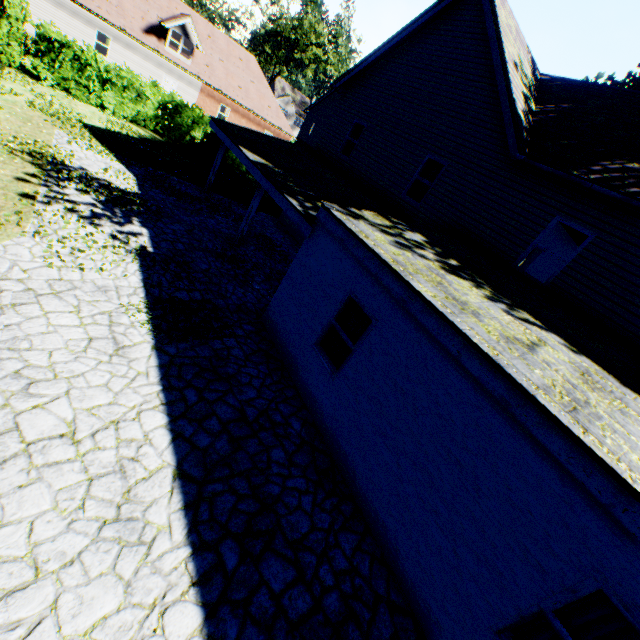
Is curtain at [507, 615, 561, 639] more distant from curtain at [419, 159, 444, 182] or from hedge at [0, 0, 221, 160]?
hedge at [0, 0, 221, 160]

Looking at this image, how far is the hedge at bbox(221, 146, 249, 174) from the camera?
21.2 meters

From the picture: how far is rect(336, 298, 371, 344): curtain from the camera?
6.4 meters

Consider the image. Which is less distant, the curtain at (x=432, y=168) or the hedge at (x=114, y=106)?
the curtain at (x=432, y=168)

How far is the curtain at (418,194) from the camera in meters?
11.6 m

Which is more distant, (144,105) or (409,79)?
(144,105)

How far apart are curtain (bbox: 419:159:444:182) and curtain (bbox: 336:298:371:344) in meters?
6.8
